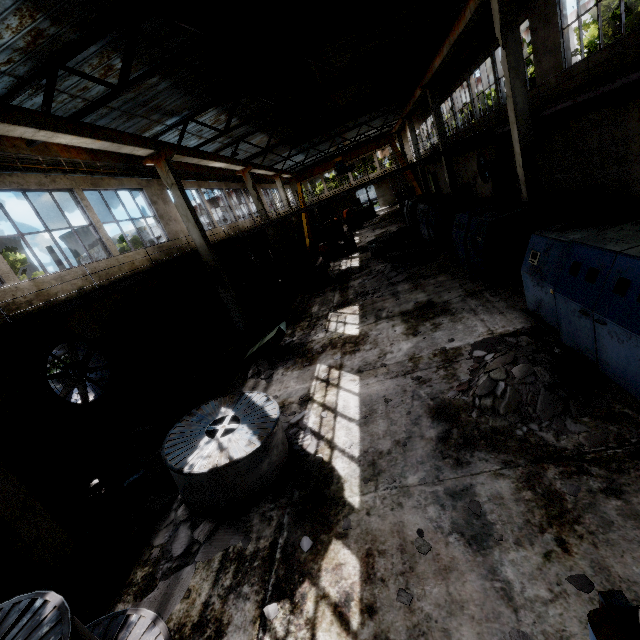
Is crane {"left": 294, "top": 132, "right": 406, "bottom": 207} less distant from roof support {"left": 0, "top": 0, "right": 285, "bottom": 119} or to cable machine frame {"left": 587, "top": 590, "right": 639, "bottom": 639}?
roof support {"left": 0, "top": 0, "right": 285, "bottom": 119}

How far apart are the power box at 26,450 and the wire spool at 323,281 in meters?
11.4 m

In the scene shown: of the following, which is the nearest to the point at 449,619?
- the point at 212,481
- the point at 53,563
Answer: the point at 212,481

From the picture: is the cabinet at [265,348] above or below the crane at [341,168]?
below

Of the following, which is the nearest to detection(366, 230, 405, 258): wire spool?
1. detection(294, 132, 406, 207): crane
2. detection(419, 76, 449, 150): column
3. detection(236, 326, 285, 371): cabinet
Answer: detection(419, 76, 449, 150): column

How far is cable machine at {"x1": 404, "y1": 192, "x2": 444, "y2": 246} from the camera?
15.6m

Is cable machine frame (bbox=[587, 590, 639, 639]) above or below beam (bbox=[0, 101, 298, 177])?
below

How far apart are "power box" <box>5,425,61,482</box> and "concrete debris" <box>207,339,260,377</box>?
4.3m
